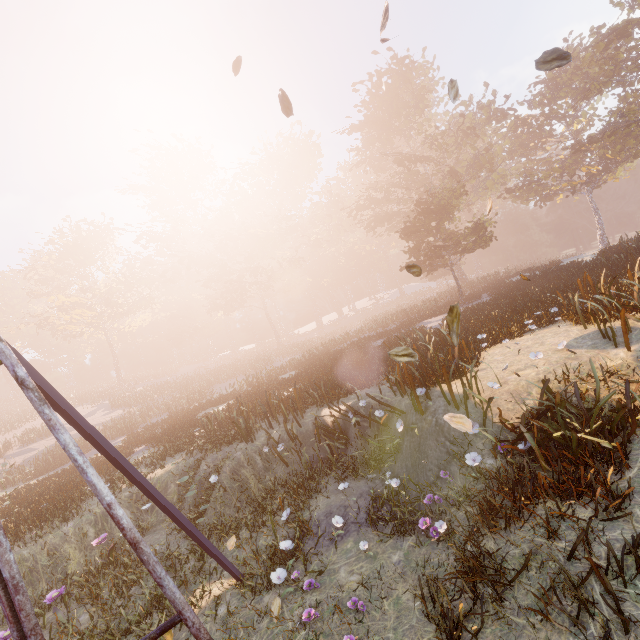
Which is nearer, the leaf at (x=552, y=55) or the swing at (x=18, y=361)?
the swing at (x=18, y=361)

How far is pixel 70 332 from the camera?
51.50m

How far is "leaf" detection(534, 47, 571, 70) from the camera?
4.2m

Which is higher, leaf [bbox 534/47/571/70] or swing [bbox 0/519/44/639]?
leaf [bbox 534/47/571/70]

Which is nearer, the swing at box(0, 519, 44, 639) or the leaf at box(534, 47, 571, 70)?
the swing at box(0, 519, 44, 639)

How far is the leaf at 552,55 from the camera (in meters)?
4.24
